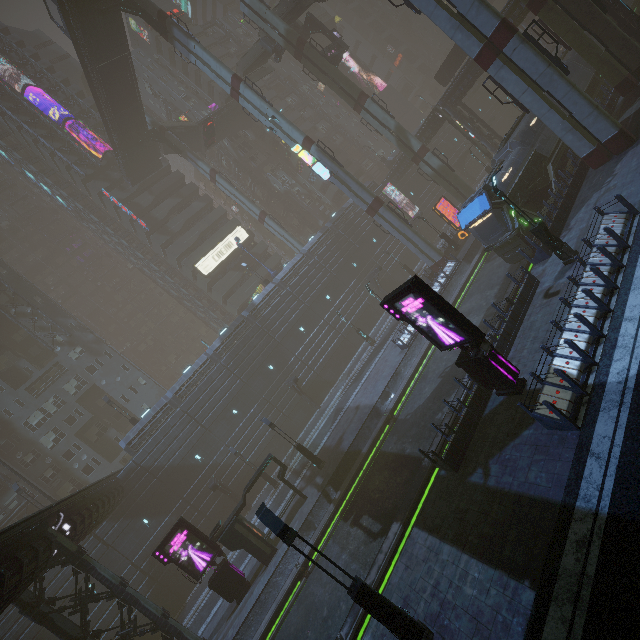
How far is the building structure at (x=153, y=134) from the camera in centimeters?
4389cm

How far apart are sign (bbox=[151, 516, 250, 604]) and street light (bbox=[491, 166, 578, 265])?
24.98m

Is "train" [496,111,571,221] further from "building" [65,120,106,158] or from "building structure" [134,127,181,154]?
"building structure" [134,127,181,154]

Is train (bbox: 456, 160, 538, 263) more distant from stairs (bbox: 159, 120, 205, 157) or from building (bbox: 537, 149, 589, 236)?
stairs (bbox: 159, 120, 205, 157)

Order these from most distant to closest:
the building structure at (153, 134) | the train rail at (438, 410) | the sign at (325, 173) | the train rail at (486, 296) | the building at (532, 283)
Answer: the building structure at (153, 134) < the sign at (325, 173) < the train rail at (486, 296) < the building at (532, 283) < the train rail at (438, 410)

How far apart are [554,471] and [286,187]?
57.06m

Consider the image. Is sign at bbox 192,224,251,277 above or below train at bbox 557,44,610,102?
above

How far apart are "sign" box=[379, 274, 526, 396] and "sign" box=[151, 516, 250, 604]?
18.1m
